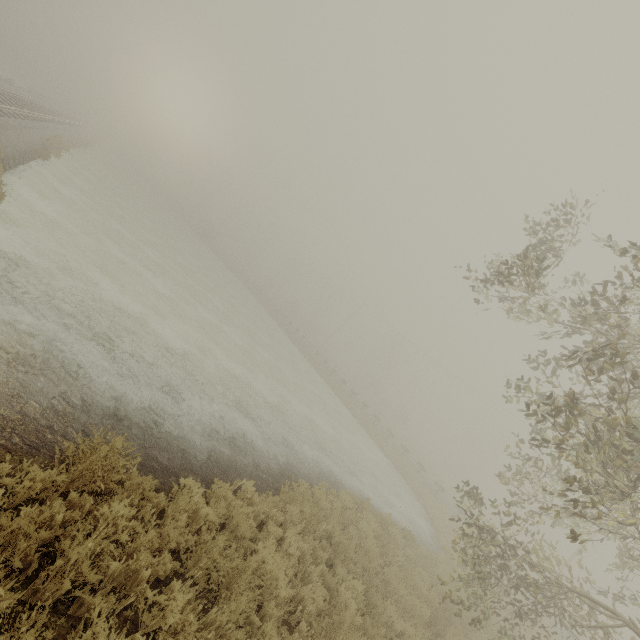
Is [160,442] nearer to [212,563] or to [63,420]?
[63,420]
